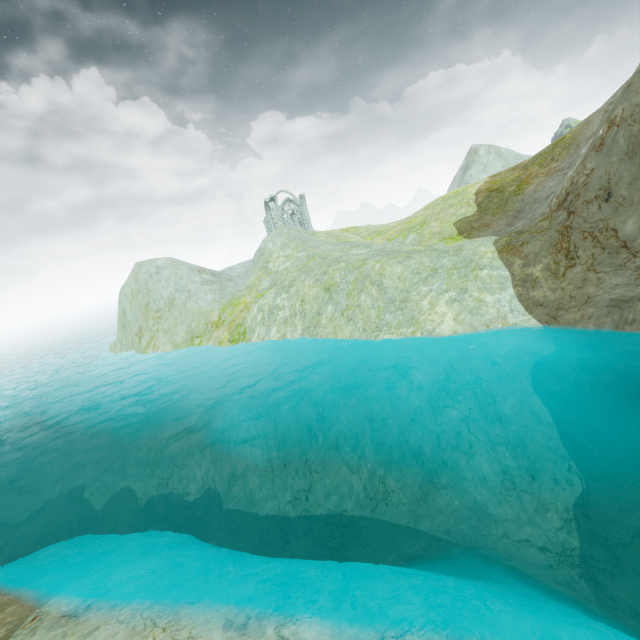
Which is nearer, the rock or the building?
the rock

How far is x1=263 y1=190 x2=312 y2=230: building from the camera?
55.44m

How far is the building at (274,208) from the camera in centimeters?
5544cm

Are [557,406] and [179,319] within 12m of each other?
no

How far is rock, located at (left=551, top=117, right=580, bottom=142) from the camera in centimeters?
5366cm

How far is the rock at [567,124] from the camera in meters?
53.7 m
